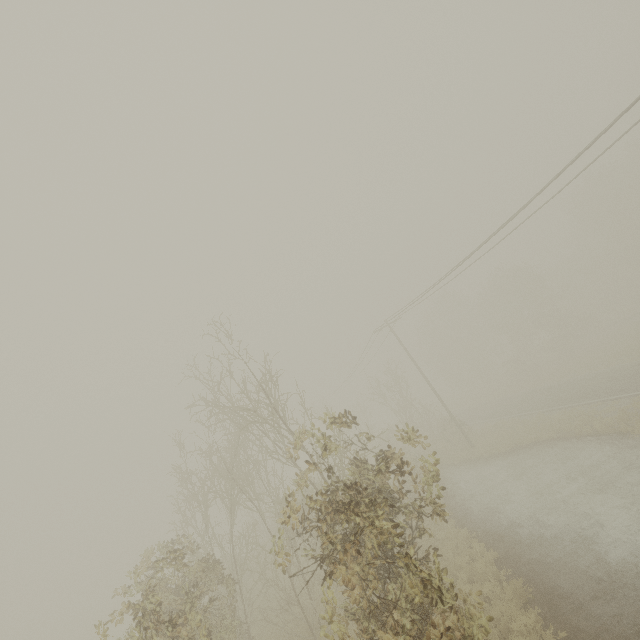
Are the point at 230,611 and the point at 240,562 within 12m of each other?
yes
